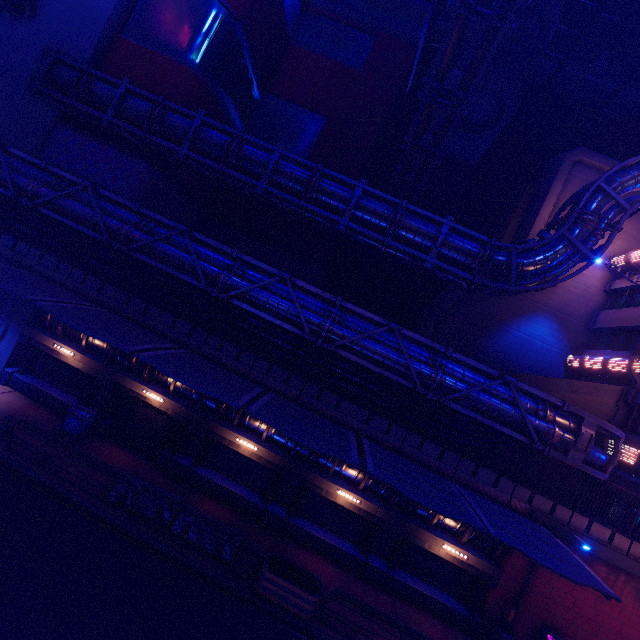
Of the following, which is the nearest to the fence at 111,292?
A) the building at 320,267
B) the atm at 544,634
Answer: the building at 320,267

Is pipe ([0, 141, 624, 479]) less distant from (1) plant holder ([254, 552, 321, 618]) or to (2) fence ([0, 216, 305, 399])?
(2) fence ([0, 216, 305, 399])

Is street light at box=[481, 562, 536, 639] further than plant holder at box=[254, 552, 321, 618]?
Yes

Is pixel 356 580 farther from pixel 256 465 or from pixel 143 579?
pixel 143 579

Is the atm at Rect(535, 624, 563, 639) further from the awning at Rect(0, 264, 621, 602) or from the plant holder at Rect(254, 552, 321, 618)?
the awning at Rect(0, 264, 621, 602)

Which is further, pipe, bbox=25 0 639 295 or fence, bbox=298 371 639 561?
pipe, bbox=25 0 639 295

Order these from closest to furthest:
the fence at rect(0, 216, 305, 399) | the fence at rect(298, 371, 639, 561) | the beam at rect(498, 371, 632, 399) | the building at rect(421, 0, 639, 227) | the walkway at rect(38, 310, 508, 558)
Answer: the fence at rect(298, 371, 639, 561), the walkway at rect(38, 310, 508, 558), the fence at rect(0, 216, 305, 399), the beam at rect(498, 371, 632, 399), the building at rect(421, 0, 639, 227)

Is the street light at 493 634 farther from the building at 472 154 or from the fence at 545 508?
the building at 472 154
